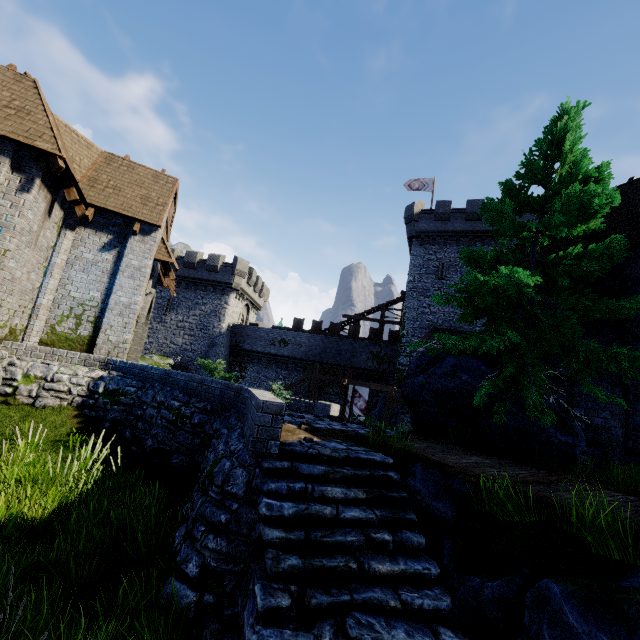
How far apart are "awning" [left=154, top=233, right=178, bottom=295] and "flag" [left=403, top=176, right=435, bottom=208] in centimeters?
2424cm

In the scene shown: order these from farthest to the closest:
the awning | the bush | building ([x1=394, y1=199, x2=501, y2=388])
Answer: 1. building ([x1=394, y1=199, x2=501, y2=388])
2. the awning
3. the bush

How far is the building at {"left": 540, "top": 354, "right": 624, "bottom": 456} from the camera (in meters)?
8.01

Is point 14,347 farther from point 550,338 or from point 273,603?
point 550,338

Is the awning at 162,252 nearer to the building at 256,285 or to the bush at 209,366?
the bush at 209,366

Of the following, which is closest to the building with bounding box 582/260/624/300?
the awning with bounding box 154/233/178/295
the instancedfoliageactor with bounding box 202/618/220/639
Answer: the instancedfoliageactor with bounding box 202/618/220/639

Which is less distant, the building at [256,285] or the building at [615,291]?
the building at [615,291]

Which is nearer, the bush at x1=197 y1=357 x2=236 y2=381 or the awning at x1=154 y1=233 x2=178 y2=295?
the bush at x1=197 y1=357 x2=236 y2=381
